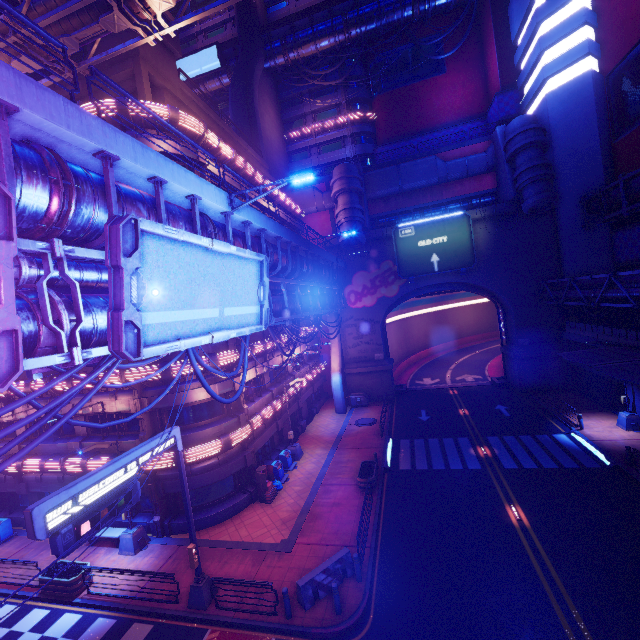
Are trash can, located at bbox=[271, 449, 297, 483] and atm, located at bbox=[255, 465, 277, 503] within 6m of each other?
yes

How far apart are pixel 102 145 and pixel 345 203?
27.3 meters

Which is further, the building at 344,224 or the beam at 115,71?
the building at 344,224

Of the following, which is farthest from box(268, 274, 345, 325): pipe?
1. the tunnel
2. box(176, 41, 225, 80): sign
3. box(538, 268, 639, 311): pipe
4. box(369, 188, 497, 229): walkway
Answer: box(176, 41, 225, 80): sign

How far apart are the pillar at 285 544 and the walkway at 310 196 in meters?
32.6

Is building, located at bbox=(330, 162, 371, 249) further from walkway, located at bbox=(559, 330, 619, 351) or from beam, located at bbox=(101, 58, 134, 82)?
walkway, located at bbox=(559, 330, 619, 351)

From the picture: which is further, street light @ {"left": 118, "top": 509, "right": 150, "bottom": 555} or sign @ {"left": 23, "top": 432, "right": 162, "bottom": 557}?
street light @ {"left": 118, "top": 509, "right": 150, "bottom": 555}

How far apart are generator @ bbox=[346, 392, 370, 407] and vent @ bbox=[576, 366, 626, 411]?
19.2 meters
